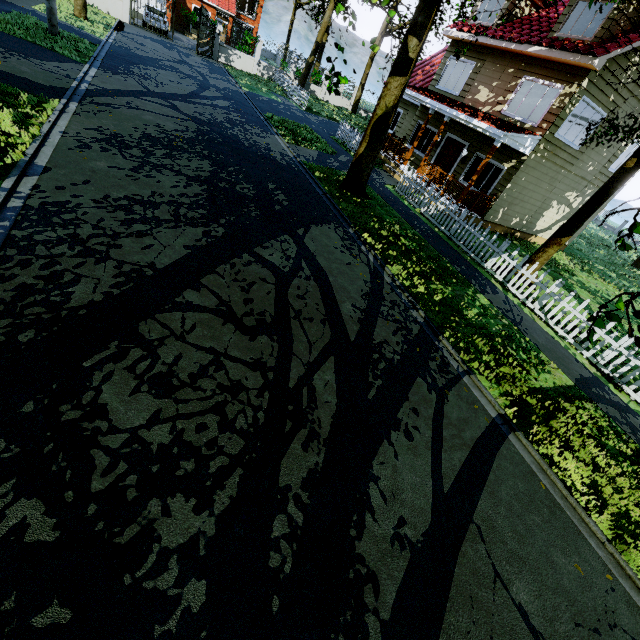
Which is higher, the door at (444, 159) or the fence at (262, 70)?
the door at (444, 159)

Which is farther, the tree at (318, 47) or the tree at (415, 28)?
the tree at (318, 47)

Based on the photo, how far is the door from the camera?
15.7 meters

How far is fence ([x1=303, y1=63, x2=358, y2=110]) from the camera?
30.1 meters

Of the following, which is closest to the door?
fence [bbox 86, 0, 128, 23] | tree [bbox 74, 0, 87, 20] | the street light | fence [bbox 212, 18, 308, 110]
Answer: tree [bbox 74, 0, 87, 20]

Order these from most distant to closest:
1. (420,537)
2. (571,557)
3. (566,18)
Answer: (566,18) < (571,557) < (420,537)
